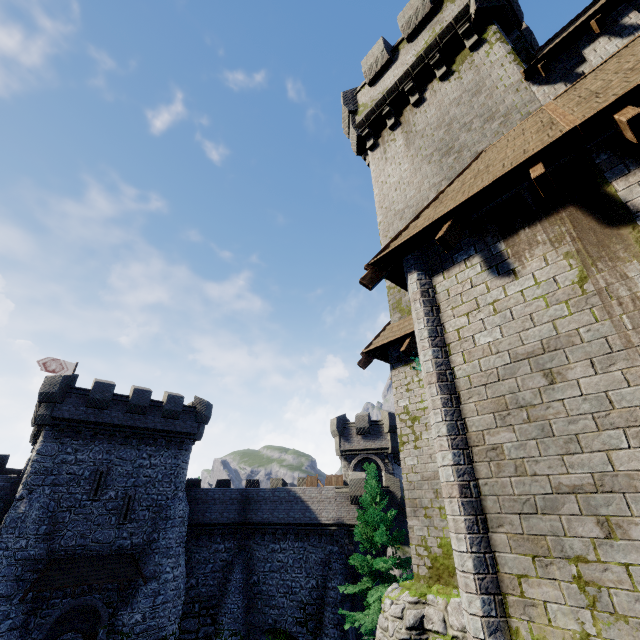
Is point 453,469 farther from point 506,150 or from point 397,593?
point 506,150

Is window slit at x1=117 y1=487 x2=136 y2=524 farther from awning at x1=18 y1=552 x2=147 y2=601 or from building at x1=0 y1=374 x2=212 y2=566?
awning at x1=18 y1=552 x2=147 y2=601

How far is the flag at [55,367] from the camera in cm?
A: 2888

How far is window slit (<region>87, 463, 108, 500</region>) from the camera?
21.2m

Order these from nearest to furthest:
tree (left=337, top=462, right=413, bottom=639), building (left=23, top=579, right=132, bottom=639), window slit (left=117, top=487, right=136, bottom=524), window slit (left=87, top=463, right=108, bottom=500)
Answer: tree (left=337, top=462, right=413, bottom=639)
building (left=23, top=579, right=132, bottom=639)
window slit (left=87, top=463, right=108, bottom=500)
window slit (left=117, top=487, right=136, bottom=524)

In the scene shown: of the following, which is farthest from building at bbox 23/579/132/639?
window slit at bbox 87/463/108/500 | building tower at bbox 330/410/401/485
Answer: building tower at bbox 330/410/401/485

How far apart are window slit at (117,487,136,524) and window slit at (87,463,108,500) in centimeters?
134cm

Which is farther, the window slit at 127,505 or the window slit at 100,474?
the window slit at 127,505
